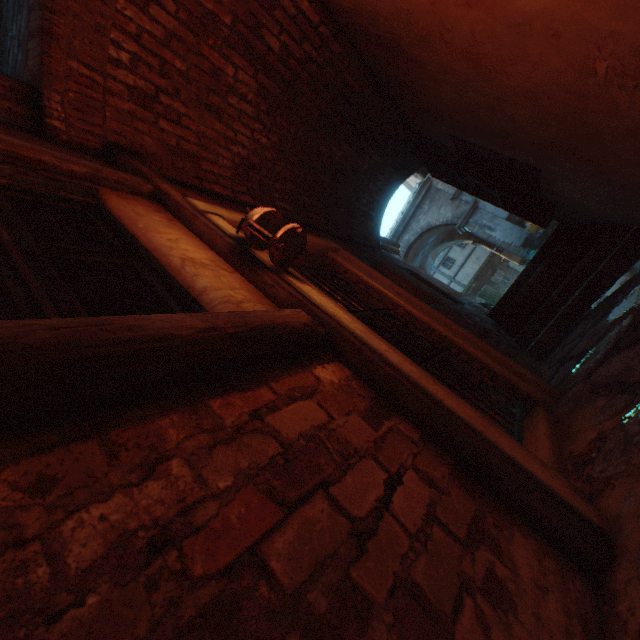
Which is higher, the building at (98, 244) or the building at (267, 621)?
the building at (98, 244)

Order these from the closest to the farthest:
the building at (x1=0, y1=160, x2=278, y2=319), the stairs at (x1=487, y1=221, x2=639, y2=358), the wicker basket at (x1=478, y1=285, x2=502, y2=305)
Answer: the building at (x1=0, y1=160, x2=278, y2=319)
the stairs at (x1=487, y1=221, x2=639, y2=358)
the wicker basket at (x1=478, y1=285, x2=502, y2=305)

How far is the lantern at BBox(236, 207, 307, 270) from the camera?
1.75m

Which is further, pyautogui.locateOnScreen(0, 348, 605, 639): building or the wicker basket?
the wicker basket

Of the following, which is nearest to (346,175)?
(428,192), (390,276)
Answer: (390,276)

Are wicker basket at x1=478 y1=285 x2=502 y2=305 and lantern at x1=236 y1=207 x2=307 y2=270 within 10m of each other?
no

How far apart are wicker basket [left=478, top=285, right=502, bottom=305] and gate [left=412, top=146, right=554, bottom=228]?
5.4m

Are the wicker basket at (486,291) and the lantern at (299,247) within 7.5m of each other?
no
